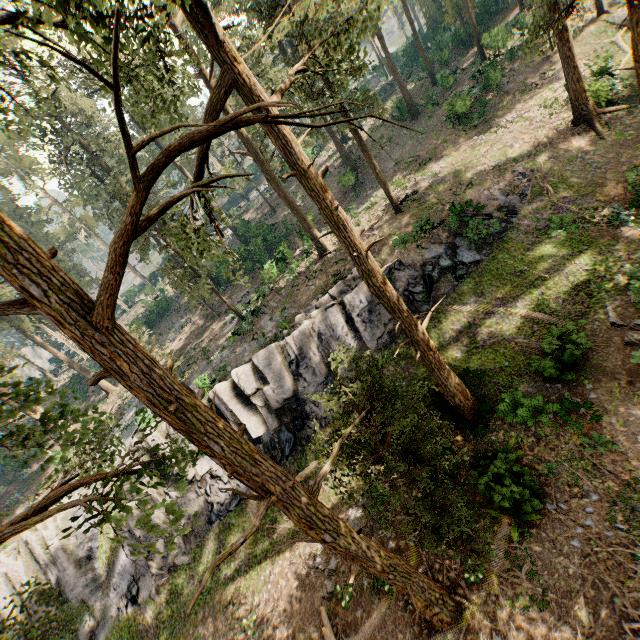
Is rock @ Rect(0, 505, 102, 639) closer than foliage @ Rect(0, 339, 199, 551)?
No

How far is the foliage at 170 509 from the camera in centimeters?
436cm

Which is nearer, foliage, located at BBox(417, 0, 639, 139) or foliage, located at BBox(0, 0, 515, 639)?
foliage, located at BBox(0, 0, 515, 639)

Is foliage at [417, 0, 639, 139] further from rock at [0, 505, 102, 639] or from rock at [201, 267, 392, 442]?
rock at [201, 267, 392, 442]

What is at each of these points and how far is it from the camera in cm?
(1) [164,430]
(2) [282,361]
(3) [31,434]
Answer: (1) rock, 2088
(2) rock, 2047
(3) foliage, 398

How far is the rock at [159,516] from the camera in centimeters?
2002cm
